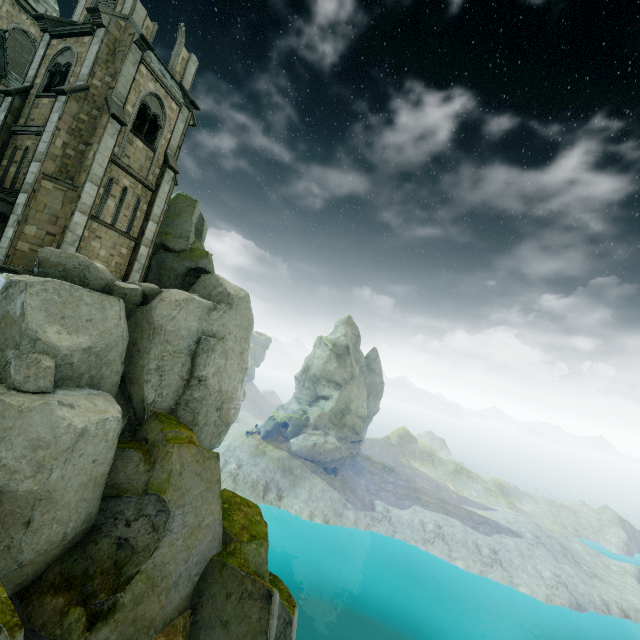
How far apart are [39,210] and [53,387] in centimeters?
910cm

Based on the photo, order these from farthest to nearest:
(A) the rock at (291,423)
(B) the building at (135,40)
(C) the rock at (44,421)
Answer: (A) the rock at (291,423)
(B) the building at (135,40)
(C) the rock at (44,421)

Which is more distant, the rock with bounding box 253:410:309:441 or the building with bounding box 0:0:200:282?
the rock with bounding box 253:410:309:441

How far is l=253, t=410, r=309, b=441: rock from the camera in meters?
56.0 m

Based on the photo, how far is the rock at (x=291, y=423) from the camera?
56.0 meters

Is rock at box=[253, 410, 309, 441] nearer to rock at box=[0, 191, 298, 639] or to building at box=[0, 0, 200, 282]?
rock at box=[0, 191, 298, 639]

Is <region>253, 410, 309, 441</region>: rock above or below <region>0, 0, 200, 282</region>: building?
below

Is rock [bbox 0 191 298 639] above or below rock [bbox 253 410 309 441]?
above
